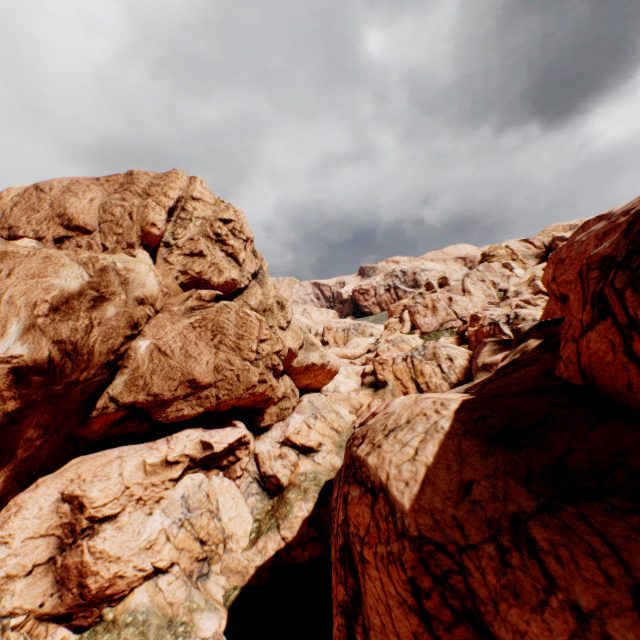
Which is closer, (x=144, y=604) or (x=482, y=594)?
(x=482, y=594)
